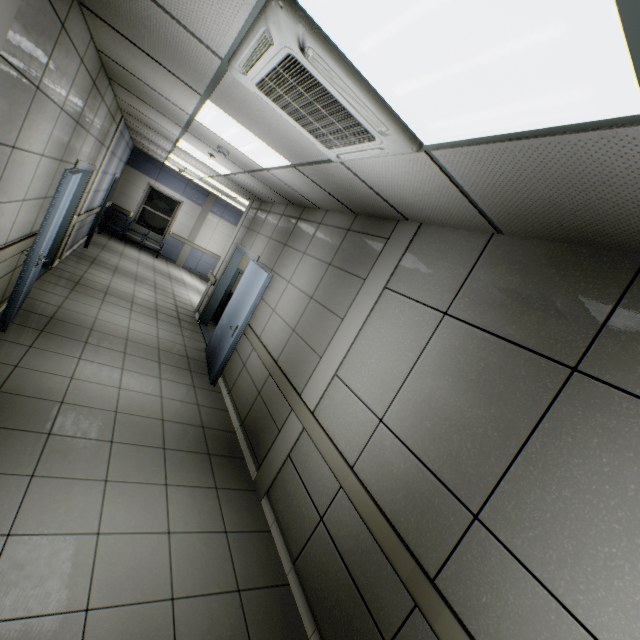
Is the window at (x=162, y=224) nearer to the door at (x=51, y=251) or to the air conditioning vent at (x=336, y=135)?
the door at (x=51, y=251)

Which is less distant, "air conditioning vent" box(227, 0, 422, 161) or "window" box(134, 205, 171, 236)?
"air conditioning vent" box(227, 0, 422, 161)

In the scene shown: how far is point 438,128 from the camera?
1.6 meters

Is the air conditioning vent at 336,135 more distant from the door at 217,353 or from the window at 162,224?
the window at 162,224

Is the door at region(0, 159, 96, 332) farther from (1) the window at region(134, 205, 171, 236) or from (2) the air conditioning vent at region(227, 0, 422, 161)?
(1) the window at region(134, 205, 171, 236)

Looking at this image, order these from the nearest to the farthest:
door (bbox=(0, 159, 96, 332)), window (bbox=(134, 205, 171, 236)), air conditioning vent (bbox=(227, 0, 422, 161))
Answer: air conditioning vent (bbox=(227, 0, 422, 161)) < door (bbox=(0, 159, 96, 332)) < window (bbox=(134, 205, 171, 236))

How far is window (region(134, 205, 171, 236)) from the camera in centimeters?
1238cm

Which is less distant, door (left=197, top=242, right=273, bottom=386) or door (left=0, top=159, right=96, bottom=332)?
door (left=0, top=159, right=96, bottom=332)
